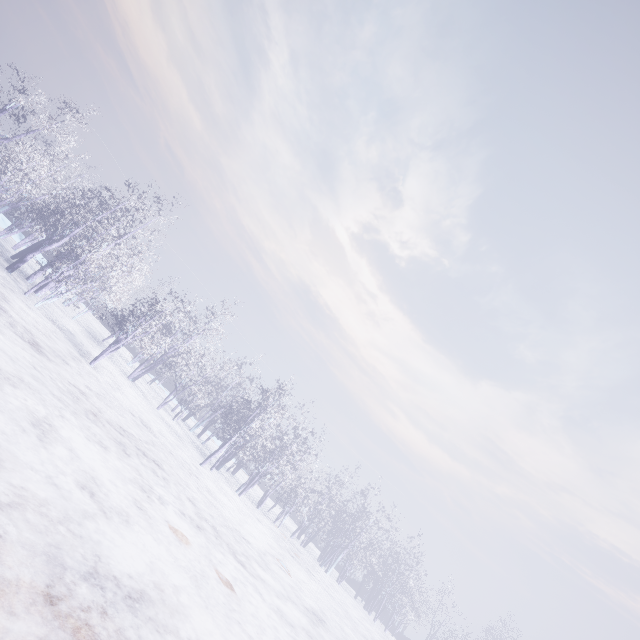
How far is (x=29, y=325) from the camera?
10.4 meters
